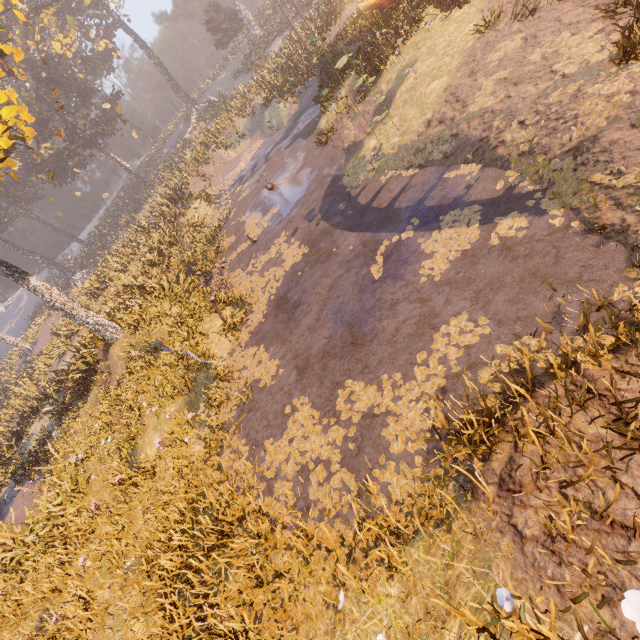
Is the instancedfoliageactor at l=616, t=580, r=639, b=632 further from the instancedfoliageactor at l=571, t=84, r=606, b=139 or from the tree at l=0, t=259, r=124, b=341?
the tree at l=0, t=259, r=124, b=341

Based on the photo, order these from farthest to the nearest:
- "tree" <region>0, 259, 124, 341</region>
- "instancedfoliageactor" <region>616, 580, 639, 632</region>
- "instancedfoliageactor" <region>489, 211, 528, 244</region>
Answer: "tree" <region>0, 259, 124, 341</region> → "instancedfoliageactor" <region>489, 211, 528, 244</region> → "instancedfoliageactor" <region>616, 580, 639, 632</region>

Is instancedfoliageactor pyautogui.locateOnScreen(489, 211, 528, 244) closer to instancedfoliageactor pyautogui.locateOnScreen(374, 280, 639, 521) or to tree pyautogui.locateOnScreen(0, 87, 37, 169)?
instancedfoliageactor pyautogui.locateOnScreen(374, 280, 639, 521)

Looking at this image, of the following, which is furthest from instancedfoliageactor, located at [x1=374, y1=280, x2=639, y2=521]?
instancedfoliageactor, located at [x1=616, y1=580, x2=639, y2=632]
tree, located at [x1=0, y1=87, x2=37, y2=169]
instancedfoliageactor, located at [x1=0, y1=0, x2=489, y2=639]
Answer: instancedfoliageactor, located at [x1=0, y1=0, x2=489, y2=639]

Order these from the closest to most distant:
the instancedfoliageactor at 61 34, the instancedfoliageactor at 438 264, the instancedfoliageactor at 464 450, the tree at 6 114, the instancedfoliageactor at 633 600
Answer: the instancedfoliageactor at 633 600 < the instancedfoliageactor at 464 450 < the instancedfoliageactor at 61 34 < the instancedfoliageactor at 438 264 < the tree at 6 114

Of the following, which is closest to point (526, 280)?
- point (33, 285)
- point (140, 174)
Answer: point (33, 285)

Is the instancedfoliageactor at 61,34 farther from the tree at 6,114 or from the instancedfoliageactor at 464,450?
the instancedfoliageactor at 464,450

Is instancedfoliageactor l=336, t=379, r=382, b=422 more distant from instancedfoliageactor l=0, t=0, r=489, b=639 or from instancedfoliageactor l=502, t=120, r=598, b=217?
instancedfoliageactor l=0, t=0, r=489, b=639
